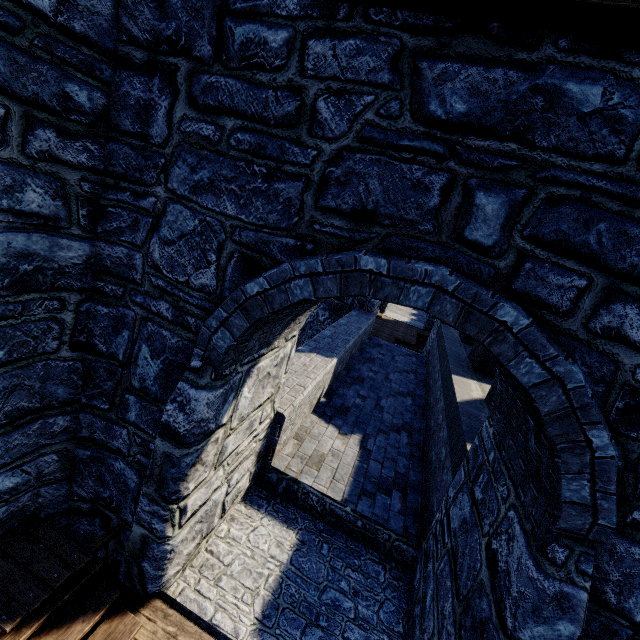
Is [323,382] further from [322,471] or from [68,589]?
[68,589]
